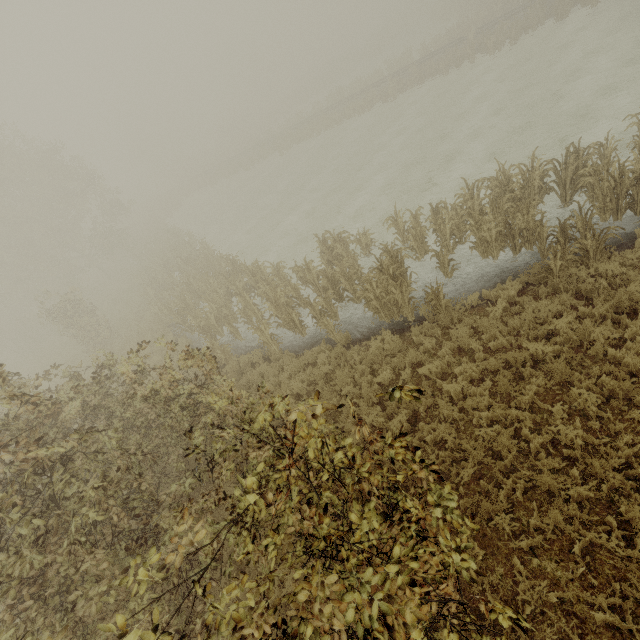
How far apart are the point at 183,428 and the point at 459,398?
6.5m

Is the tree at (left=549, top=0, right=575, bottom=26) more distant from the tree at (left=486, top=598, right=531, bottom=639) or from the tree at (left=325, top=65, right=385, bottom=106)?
the tree at (left=486, top=598, right=531, bottom=639)

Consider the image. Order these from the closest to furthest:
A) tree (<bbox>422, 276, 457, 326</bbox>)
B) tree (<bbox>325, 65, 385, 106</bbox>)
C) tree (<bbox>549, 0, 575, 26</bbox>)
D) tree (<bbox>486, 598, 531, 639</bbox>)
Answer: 1. tree (<bbox>486, 598, 531, 639</bbox>)
2. tree (<bbox>422, 276, 457, 326</bbox>)
3. tree (<bbox>549, 0, 575, 26</bbox>)
4. tree (<bbox>325, 65, 385, 106</bbox>)

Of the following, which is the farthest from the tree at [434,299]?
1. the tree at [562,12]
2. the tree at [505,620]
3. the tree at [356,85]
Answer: the tree at [356,85]

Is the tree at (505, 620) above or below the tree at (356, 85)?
above

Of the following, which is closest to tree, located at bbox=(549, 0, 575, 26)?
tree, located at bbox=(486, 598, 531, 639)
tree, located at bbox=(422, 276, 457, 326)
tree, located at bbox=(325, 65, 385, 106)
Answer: tree, located at bbox=(325, 65, 385, 106)

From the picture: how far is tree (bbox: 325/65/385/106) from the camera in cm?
3466
